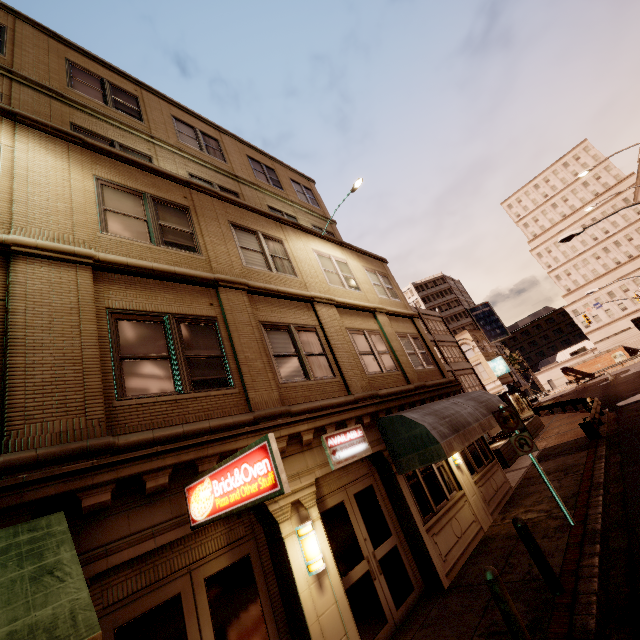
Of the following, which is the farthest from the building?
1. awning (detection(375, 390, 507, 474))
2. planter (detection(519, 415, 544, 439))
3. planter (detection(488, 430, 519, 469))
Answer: planter (detection(519, 415, 544, 439))

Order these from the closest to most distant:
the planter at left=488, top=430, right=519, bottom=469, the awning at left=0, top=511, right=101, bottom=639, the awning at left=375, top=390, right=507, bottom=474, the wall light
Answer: the awning at left=0, top=511, right=101, bottom=639, the wall light, the awning at left=375, top=390, right=507, bottom=474, the planter at left=488, top=430, right=519, bottom=469

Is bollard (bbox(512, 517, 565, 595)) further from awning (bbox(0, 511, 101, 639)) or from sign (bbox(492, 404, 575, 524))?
awning (bbox(0, 511, 101, 639))

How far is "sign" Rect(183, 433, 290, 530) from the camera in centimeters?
359cm

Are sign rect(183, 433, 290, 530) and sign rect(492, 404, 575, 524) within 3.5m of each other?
no

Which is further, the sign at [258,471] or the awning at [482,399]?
the awning at [482,399]

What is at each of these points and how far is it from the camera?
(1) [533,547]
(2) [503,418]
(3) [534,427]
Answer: (1) bollard, 5.9 meters
(2) sign, 9.0 meters
(3) planter, 23.4 meters

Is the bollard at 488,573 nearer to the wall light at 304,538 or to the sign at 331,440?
the wall light at 304,538
